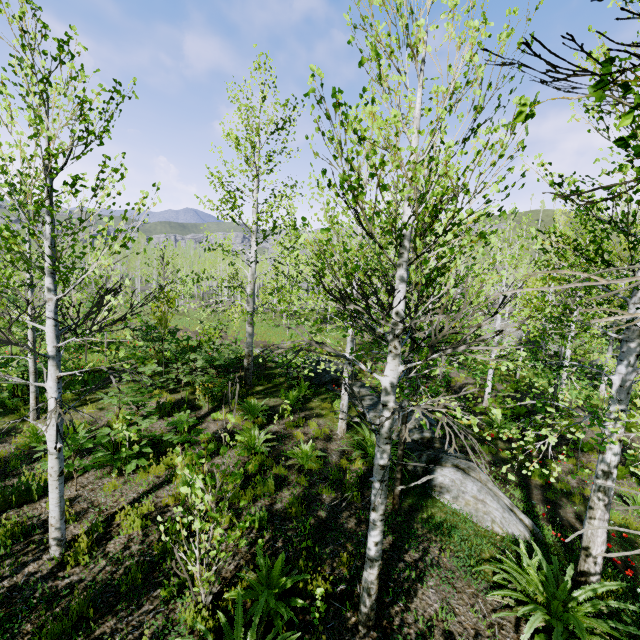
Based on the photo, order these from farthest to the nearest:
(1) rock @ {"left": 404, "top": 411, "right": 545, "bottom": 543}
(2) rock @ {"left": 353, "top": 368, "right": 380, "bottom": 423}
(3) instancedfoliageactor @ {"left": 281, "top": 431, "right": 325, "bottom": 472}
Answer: (2) rock @ {"left": 353, "top": 368, "right": 380, "bottom": 423} < (3) instancedfoliageactor @ {"left": 281, "top": 431, "right": 325, "bottom": 472} < (1) rock @ {"left": 404, "top": 411, "right": 545, "bottom": 543}

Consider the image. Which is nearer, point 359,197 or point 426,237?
point 359,197

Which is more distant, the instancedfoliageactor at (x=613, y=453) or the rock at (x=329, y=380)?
the rock at (x=329, y=380)

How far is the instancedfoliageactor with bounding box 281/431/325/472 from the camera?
6.94m

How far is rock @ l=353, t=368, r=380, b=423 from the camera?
10.05m

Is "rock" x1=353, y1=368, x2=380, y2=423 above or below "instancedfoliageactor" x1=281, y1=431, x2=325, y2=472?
below

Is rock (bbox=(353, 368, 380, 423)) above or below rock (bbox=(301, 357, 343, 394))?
below

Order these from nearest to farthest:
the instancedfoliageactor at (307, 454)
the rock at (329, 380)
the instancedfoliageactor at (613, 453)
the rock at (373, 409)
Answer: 1. the instancedfoliageactor at (613, 453)
2. the instancedfoliageactor at (307, 454)
3. the rock at (373, 409)
4. the rock at (329, 380)
